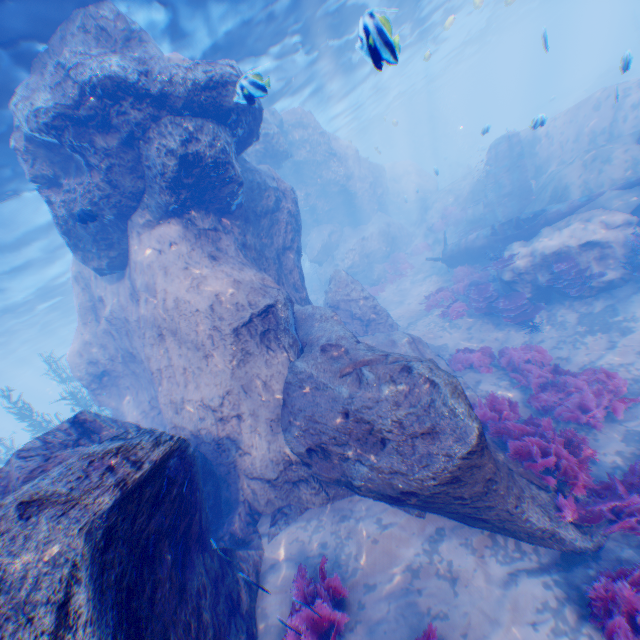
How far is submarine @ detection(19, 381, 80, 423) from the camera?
57.8 meters

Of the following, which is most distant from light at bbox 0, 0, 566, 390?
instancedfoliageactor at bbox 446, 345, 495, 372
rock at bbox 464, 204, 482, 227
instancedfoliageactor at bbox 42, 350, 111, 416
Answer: instancedfoliageactor at bbox 446, 345, 495, 372

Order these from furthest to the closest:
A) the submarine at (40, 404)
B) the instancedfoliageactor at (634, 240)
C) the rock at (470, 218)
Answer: the submarine at (40, 404) → the rock at (470, 218) → the instancedfoliageactor at (634, 240)

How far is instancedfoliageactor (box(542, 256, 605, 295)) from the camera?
10.6m

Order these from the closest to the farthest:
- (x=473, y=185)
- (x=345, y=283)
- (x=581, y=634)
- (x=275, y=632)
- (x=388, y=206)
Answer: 1. (x=581, y=634)
2. (x=275, y=632)
3. (x=345, y=283)
4. (x=473, y=185)
5. (x=388, y=206)

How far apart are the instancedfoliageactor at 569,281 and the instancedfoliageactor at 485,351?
2.8 meters

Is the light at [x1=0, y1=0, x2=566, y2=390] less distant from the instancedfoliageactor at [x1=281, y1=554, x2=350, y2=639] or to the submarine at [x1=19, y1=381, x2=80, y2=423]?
the submarine at [x1=19, y1=381, x2=80, y2=423]

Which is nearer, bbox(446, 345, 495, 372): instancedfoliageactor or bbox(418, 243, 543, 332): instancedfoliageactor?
bbox(446, 345, 495, 372): instancedfoliageactor
